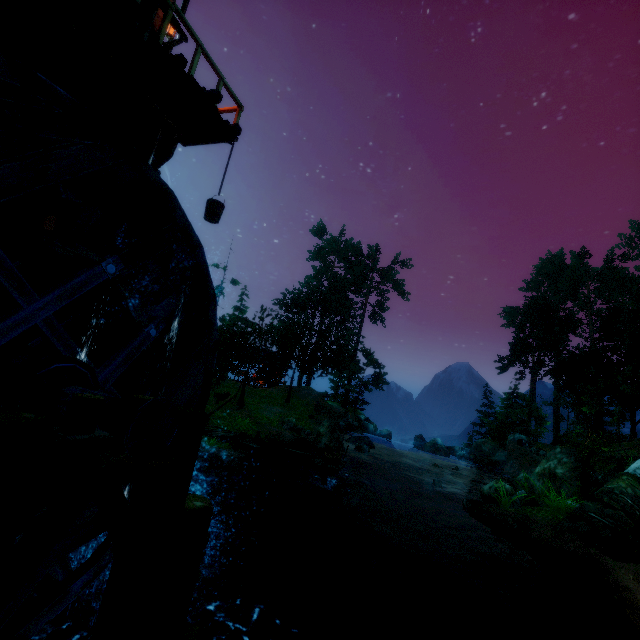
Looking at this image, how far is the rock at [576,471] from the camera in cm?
1470

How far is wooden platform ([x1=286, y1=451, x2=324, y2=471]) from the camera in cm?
1280

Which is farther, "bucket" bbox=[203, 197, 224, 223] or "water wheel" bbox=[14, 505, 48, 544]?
"bucket" bbox=[203, 197, 224, 223]

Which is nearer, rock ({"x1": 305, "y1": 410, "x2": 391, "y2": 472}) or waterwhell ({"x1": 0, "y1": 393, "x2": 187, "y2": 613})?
waterwhell ({"x1": 0, "y1": 393, "x2": 187, "y2": 613})

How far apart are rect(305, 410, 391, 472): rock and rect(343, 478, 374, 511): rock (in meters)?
4.81

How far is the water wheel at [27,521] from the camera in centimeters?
361cm

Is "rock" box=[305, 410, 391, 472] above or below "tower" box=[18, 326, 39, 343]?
below

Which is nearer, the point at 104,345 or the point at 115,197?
the point at 115,197
